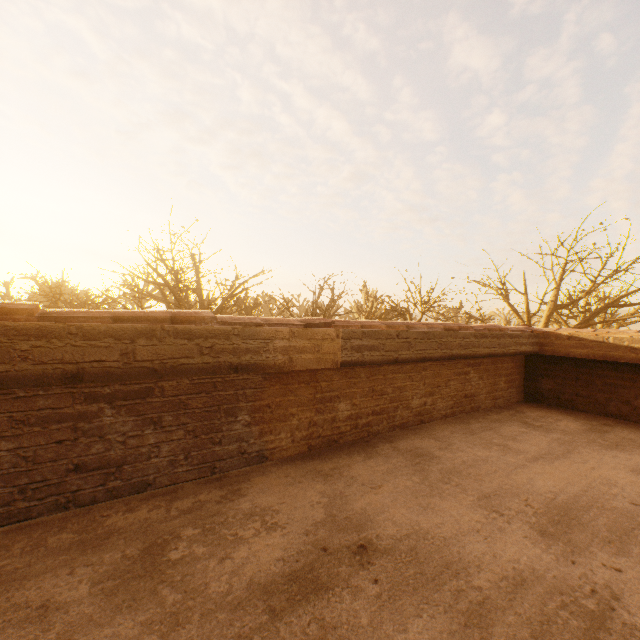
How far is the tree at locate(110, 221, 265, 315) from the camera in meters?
14.2 m

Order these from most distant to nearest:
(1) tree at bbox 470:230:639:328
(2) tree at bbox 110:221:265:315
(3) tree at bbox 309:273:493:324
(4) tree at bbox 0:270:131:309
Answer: (4) tree at bbox 0:270:131:309 < (3) tree at bbox 309:273:493:324 < (2) tree at bbox 110:221:265:315 < (1) tree at bbox 470:230:639:328

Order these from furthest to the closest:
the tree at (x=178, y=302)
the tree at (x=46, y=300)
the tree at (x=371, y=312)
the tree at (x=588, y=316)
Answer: the tree at (x=46, y=300) → the tree at (x=371, y=312) → the tree at (x=178, y=302) → the tree at (x=588, y=316)

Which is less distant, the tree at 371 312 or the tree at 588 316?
the tree at 588 316

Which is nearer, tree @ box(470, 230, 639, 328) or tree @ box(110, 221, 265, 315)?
tree @ box(470, 230, 639, 328)

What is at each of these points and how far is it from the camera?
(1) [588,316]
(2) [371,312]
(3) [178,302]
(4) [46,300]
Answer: (1) tree, 14.2m
(2) tree, 24.7m
(3) tree, 16.4m
(4) tree, 56.4m
